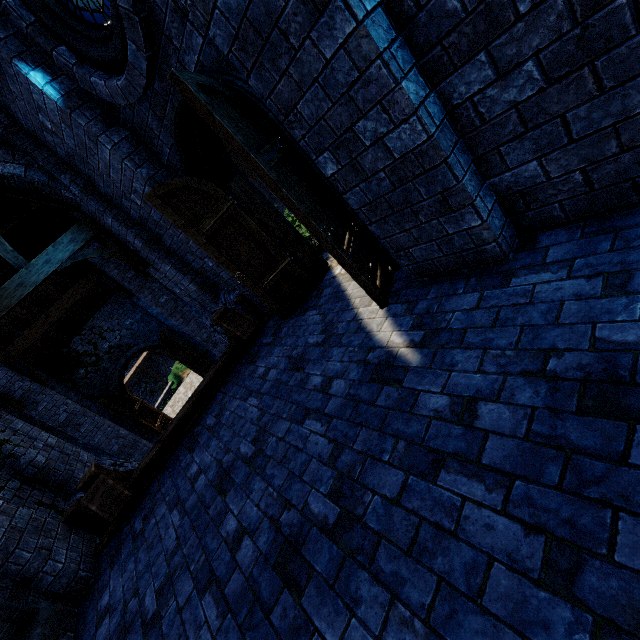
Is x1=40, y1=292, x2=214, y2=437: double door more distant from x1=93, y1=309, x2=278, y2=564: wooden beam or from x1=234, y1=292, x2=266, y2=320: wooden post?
x1=93, y1=309, x2=278, y2=564: wooden beam

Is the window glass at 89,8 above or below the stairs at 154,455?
above

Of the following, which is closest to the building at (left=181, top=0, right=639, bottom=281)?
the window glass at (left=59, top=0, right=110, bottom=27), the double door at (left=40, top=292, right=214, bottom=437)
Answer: the double door at (left=40, top=292, right=214, bottom=437)

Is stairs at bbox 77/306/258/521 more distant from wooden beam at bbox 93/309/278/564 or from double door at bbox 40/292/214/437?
double door at bbox 40/292/214/437

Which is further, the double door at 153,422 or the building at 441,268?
the double door at 153,422

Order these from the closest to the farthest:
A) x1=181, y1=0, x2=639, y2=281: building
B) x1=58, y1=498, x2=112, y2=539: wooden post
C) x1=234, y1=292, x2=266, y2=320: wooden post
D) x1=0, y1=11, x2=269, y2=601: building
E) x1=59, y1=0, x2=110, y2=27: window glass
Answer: x1=181, y1=0, x2=639, y2=281: building
x1=59, y1=0, x2=110, y2=27: window glass
x1=0, y1=11, x2=269, y2=601: building
x1=58, y1=498, x2=112, y2=539: wooden post
x1=234, y1=292, x2=266, y2=320: wooden post

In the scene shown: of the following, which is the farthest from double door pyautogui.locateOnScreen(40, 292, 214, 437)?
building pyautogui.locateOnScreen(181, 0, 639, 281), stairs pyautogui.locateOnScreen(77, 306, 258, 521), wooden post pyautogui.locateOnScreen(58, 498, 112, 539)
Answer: wooden post pyautogui.locateOnScreen(58, 498, 112, 539)

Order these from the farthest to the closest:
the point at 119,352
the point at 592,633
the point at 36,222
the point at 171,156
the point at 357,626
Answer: the point at 119,352 → the point at 36,222 → the point at 171,156 → the point at 357,626 → the point at 592,633
